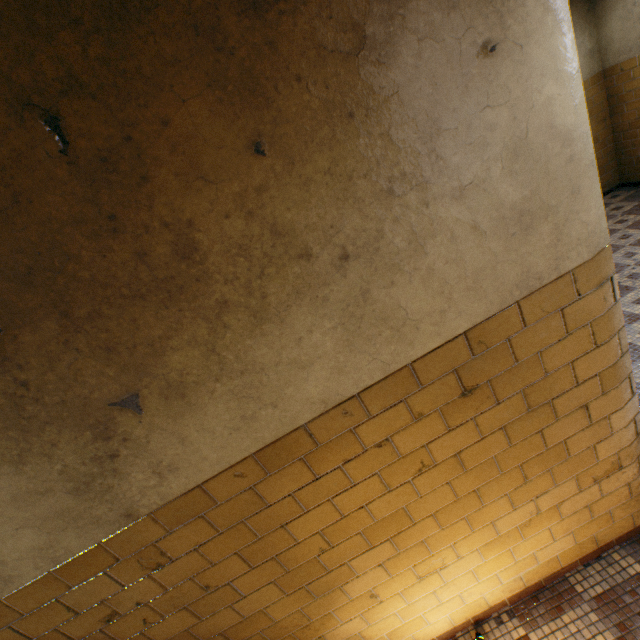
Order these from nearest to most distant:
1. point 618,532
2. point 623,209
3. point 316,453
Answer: point 316,453 → point 618,532 → point 623,209
